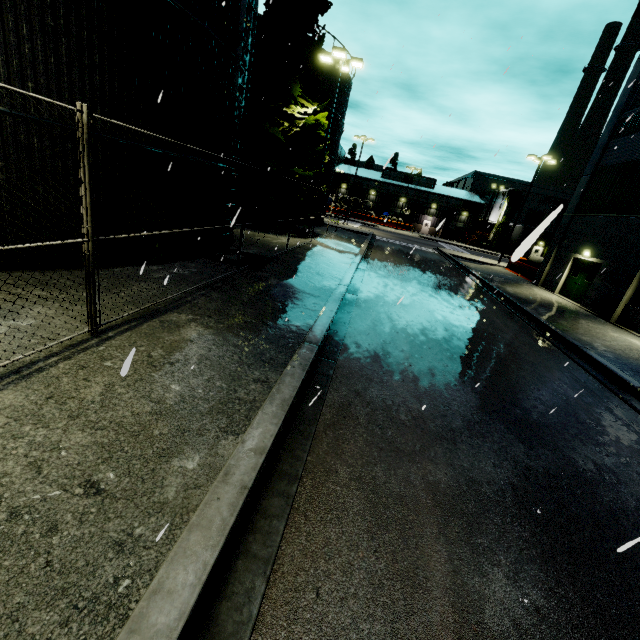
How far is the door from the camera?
18.55m

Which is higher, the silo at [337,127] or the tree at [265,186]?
the silo at [337,127]

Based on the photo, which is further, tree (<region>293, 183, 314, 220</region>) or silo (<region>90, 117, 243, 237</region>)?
tree (<region>293, 183, 314, 220</region>)

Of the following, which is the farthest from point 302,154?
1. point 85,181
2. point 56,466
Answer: point 56,466

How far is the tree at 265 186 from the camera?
19.2 meters

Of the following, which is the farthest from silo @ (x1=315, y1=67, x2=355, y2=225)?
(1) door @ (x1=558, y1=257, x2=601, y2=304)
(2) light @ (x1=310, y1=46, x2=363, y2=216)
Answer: (1) door @ (x1=558, y1=257, x2=601, y2=304)

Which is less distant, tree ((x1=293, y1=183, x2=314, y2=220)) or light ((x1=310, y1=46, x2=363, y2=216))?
light ((x1=310, y1=46, x2=363, y2=216))

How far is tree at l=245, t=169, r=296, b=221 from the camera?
19.2 meters
